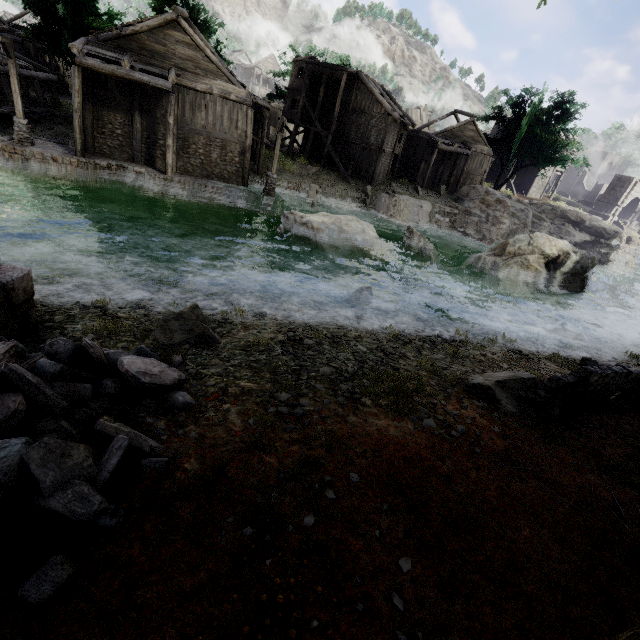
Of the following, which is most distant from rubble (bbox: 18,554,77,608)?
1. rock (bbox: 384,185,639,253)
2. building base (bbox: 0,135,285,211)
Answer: rock (bbox: 384,185,639,253)

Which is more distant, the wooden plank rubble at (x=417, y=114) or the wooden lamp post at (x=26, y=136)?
the wooden plank rubble at (x=417, y=114)

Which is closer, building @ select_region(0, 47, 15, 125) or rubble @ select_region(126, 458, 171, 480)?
rubble @ select_region(126, 458, 171, 480)

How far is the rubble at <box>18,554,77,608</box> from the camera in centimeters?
210cm

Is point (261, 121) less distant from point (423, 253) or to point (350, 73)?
point (350, 73)

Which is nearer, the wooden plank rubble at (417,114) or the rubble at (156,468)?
the rubble at (156,468)

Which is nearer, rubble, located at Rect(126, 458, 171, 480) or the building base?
rubble, located at Rect(126, 458, 171, 480)

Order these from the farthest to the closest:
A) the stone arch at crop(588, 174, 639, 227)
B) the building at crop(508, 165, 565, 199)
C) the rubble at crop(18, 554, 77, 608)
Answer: the building at crop(508, 165, 565, 199) < the stone arch at crop(588, 174, 639, 227) < the rubble at crop(18, 554, 77, 608)
